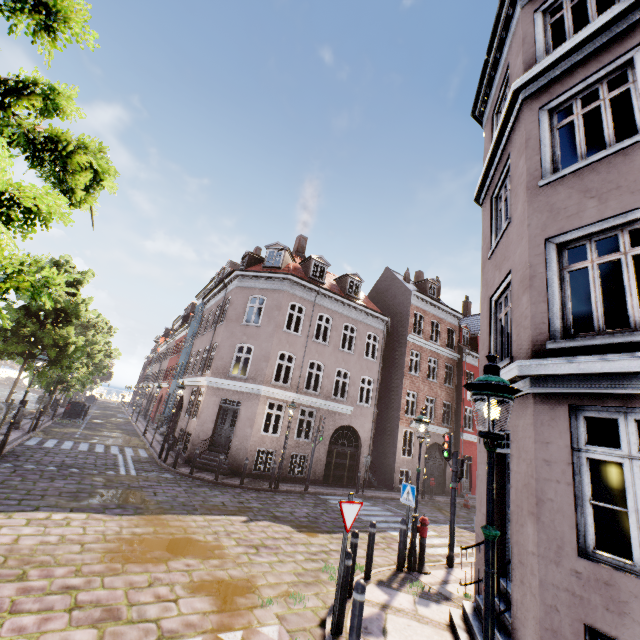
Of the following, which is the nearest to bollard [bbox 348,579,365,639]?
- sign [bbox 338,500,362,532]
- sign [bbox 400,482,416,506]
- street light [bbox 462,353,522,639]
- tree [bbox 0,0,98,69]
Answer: sign [bbox 338,500,362,532]

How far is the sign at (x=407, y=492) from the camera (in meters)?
8.42

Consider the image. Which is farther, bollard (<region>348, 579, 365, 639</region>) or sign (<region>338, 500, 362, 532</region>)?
sign (<region>338, 500, 362, 532</region>)

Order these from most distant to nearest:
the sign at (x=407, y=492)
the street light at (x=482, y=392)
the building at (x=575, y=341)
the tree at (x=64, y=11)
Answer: the sign at (x=407, y=492)
the building at (x=575, y=341)
the street light at (x=482, y=392)
the tree at (x=64, y=11)

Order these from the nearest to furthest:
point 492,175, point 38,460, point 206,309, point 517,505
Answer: point 517,505 < point 492,175 < point 38,460 < point 206,309

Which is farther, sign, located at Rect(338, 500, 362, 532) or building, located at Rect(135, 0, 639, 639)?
sign, located at Rect(338, 500, 362, 532)

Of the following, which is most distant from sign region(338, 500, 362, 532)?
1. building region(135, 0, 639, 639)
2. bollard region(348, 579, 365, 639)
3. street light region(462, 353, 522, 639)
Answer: street light region(462, 353, 522, 639)

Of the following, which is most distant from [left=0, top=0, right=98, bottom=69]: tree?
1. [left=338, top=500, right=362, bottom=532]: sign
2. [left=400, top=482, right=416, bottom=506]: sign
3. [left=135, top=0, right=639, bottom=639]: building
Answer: [left=400, top=482, right=416, bottom=506]: sign
